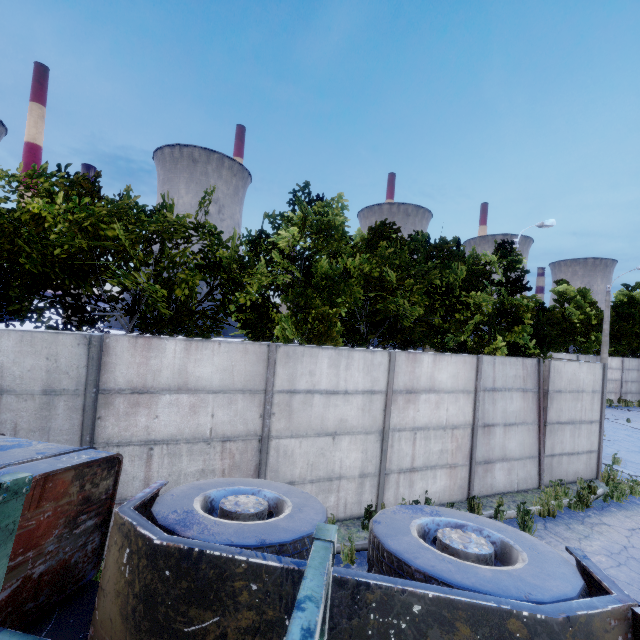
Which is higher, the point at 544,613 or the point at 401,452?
the point at 544,613
